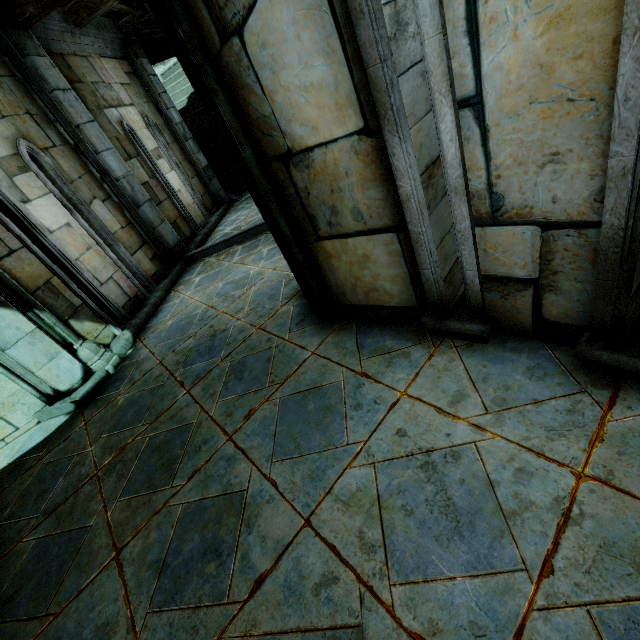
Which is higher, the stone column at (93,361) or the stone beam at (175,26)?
the stone beam at (175,26)

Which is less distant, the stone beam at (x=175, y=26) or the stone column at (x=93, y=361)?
the stone beam at (x=175, y=26)

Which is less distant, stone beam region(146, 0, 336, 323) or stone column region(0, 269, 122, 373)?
stone beam region(146, 0, 336, 323)

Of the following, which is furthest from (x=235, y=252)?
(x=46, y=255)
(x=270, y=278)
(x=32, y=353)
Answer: (x=32, y=353)

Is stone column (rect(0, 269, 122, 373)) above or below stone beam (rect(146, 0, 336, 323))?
below
